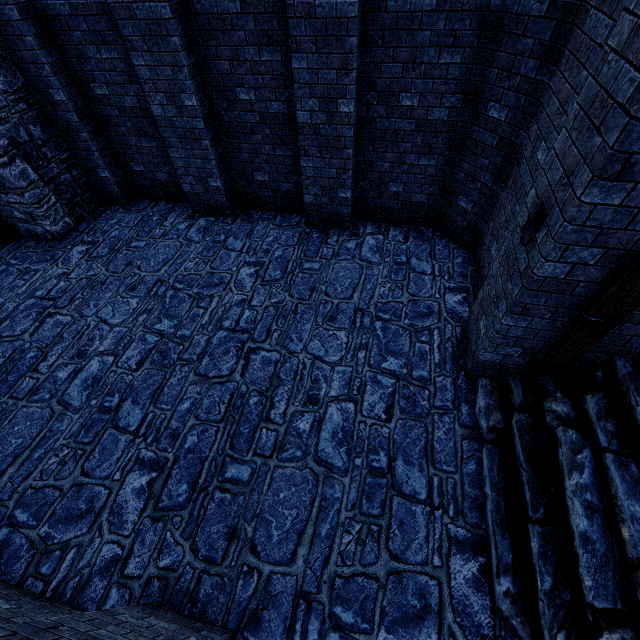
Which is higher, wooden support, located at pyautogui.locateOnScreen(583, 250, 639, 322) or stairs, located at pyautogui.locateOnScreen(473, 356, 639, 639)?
wooden support, located at pyautogui.locateOnScreen(583, 250, 639, 322)

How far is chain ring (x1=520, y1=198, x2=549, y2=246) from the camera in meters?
2.9

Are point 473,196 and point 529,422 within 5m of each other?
yes

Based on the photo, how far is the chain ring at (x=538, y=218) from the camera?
2.9 meters

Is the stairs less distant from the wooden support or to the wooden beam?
the wooden beam

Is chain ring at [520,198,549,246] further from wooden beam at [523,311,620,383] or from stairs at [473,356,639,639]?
stairs at [473,356,639,639]

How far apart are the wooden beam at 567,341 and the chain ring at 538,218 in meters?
0.9 m

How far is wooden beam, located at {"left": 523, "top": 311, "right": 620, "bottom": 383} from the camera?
3.18m
